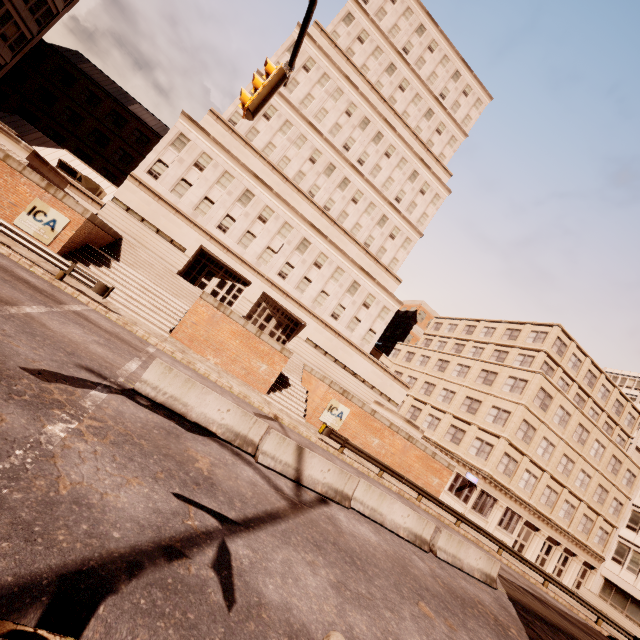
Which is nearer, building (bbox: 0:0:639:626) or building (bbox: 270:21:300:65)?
building (bbox: 0:0:639:626)

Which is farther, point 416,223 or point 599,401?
point 416,223

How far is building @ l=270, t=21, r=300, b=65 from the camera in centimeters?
3222cm

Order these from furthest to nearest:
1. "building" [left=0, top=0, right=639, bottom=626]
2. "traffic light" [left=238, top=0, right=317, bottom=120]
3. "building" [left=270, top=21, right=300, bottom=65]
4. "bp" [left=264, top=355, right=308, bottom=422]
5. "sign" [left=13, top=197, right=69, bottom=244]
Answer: "building" [left=270, top=21, right=300, bottom=65] < "building" [left=0, top=0, right=639, bottom=626] < "bp" [left=264, top=355, right=308, bottom=422] < "sign" [left=13, top=197, right=69, bottom=244] < "traffic light" [left=238, top=0, right=317, bottom=120]

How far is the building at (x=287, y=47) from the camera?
32.2 meters

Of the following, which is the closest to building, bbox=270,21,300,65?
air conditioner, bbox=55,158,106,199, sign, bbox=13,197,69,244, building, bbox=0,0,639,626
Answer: building, bbox=0,0,639,626

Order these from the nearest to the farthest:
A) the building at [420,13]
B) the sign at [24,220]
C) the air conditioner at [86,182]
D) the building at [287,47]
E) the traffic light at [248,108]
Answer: the traffic light at [248,108] < the sign at [24,220] < the air conditioner at [86,182] < the building at [420,13] < the building at [287,47]

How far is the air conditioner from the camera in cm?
2656
